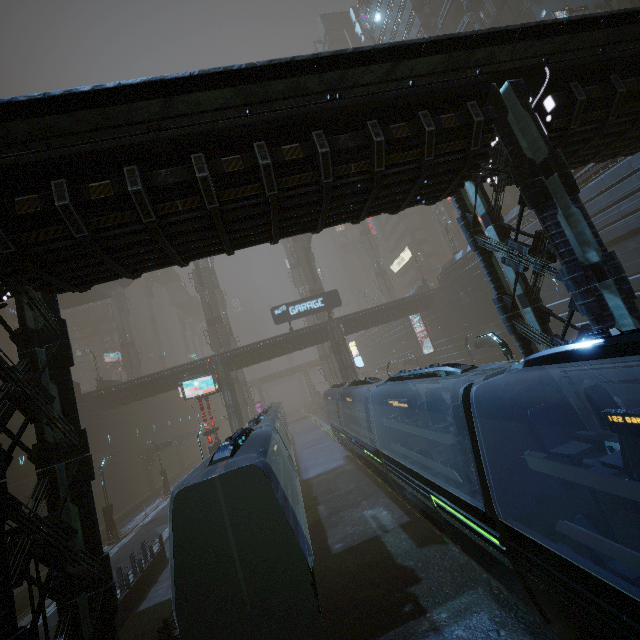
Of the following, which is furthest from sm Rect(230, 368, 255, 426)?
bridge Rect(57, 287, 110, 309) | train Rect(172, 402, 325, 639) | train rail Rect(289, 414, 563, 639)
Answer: train Rect(172, 402, 325, 639)

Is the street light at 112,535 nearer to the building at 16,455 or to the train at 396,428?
the building at 16,455

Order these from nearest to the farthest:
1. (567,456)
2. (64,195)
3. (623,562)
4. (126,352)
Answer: (623,562)
(567,456)
(64,195)
(126,352)

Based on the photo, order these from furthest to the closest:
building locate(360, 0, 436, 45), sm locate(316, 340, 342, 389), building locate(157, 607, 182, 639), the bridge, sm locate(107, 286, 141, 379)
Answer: sm locate(107, 286, 141, 379) < sm locate(316, 340, 342, 389) < building locate(360, 0, 436, 45) < the bridge < building locate(157, 607, 182, 639)

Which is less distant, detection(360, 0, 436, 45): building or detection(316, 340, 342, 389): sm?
detection(360, 0, 436, 45): building

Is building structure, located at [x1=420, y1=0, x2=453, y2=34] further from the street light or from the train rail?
the street light

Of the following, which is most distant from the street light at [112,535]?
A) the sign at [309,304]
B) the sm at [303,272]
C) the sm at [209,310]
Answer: the sm at [303,272]

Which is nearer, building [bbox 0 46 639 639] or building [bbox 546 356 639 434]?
building [bbox 0 46 639 639]
